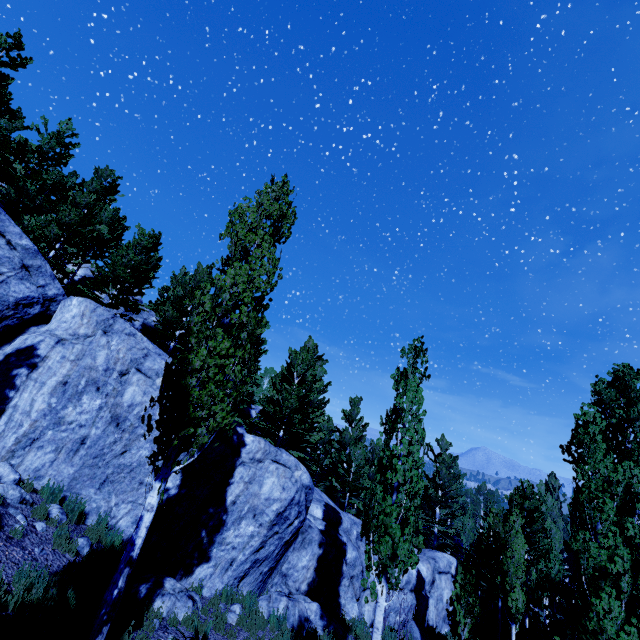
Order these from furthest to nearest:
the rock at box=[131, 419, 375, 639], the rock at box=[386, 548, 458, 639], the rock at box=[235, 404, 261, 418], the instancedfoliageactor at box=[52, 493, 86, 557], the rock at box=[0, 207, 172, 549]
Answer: the rock at box=[235, 404, 261, 418] → the rock at box=[386, 548, 458, 639] → the rock at box=[131, 419, 375, 639] → the rock at box=[0, 207, 172, 549] → the instancedfoliageactor at box=[52, 493, 86, 557]

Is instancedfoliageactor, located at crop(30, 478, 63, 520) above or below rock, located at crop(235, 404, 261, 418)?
below

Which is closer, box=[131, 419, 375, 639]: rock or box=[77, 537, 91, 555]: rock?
box=[77, 537, 91, 555]: rock

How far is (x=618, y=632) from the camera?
7.8 meters

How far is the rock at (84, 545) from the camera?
7.87m

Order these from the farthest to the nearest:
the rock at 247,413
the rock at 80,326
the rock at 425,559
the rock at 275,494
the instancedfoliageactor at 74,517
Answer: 1. the rock at 247,413
2. the rock at 425,559
3. the rock at 275,494
4. the rock at 80,326
5. the instancedfoliageactor at 74,517

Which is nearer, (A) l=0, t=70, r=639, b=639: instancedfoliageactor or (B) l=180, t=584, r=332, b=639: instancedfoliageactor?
(A) l=0, t=70, r=639, b=639: instancedfoliageactor
